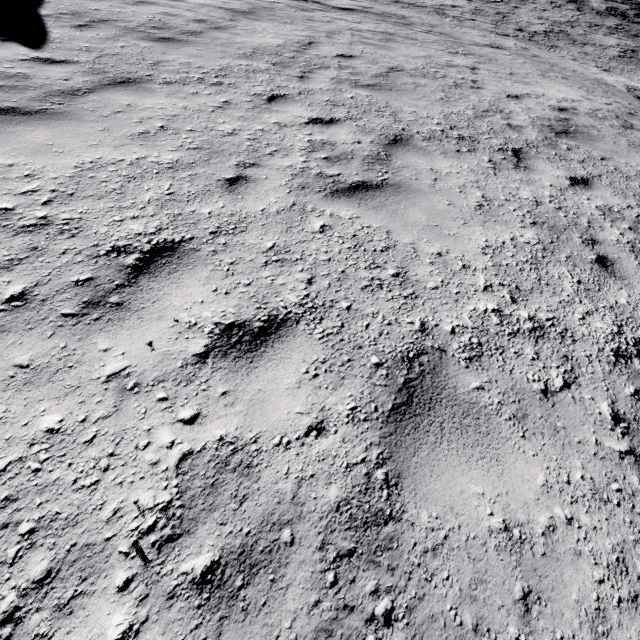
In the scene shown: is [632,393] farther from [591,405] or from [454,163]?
[454,163]
